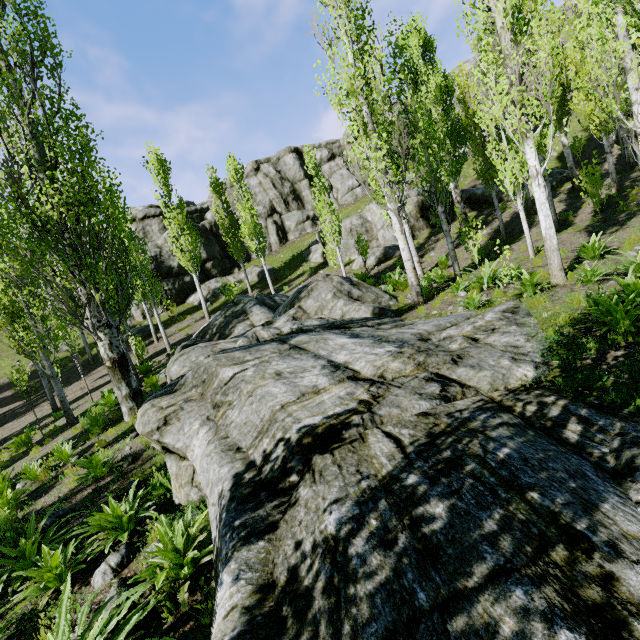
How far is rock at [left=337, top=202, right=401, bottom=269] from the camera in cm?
2194

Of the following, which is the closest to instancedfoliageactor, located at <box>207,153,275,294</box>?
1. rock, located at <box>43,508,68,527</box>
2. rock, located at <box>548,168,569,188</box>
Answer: rock, located at <box>548,168,569,188</box>

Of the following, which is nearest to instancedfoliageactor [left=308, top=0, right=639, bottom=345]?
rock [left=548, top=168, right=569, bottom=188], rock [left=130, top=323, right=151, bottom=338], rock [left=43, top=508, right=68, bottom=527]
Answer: rock [left=548, top=168, right=569, bottom=188]

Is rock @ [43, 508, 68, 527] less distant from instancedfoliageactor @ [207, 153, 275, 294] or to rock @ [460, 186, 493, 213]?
instancedfoliageactor @ [207, 153, 275, 294]

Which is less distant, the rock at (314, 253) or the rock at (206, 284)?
the rock at (314, 253)

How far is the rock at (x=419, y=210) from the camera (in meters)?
23.02

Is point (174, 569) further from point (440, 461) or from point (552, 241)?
point (552, 241)

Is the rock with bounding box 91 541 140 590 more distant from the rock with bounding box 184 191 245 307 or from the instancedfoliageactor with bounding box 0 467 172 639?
→ the rock with bounding box 184 191 245 307
